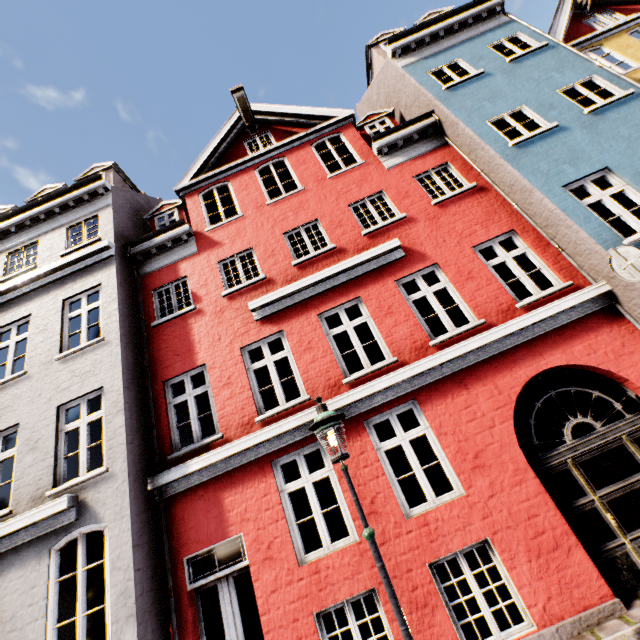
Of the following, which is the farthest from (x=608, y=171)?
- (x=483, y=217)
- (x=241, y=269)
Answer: (x=241, y=269)

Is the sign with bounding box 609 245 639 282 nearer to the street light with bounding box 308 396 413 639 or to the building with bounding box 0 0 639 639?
the building with bounding box 0 0 639 639

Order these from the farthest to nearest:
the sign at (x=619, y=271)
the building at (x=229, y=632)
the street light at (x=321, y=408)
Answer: the building at (x=229, y=632) < the sign at (x=619, y=271) < the street light at (x=321, y=408)

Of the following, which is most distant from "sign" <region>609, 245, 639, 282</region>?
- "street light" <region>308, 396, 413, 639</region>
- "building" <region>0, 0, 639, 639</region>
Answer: "street light" <region>308, 396, 413, 639</region>

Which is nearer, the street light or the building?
the street light

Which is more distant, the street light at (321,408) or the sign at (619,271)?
the sign at (619,271)

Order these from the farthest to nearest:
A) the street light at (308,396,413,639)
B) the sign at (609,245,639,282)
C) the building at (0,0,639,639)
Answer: the building at (0,0,639,639), the sign at (609,245,639,282), the street light at (308,396,413,639)
